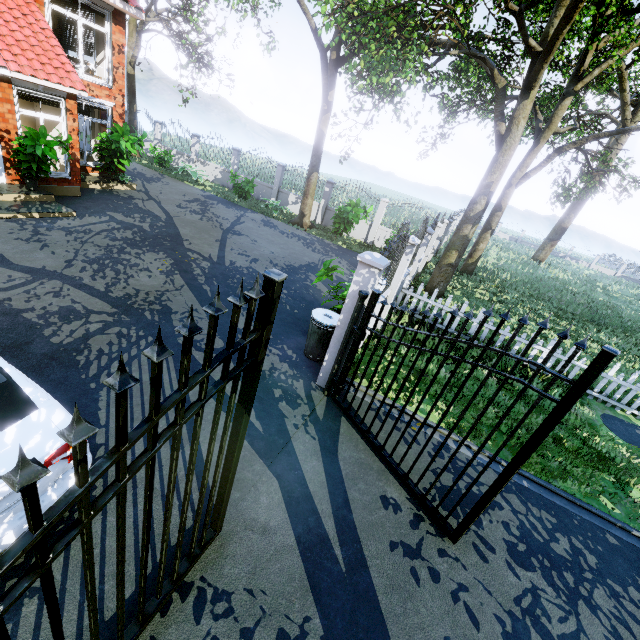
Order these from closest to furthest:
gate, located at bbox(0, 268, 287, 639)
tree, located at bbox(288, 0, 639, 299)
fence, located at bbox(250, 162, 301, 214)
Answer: gate, located at bbox(0, 268, 287, 639), tree, located at bbox(288, 0, 639, 299), fence, located at bbox(250, 162, 301, 214)

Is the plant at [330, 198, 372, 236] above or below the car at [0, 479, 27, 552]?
above

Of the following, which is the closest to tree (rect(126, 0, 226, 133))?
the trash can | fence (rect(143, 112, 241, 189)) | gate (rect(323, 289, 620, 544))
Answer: fence (rect(143, 112, 241, 189))

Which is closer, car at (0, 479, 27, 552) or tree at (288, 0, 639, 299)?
car at (0, 479, 27, 552)

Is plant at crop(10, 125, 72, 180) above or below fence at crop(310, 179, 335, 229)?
above

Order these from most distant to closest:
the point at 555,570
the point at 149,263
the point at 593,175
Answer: the point at 593,175 < the point at 149,263 < the point at 555,570

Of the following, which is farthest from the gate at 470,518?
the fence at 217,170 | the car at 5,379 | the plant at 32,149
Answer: the plant at 32,149

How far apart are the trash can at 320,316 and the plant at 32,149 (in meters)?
8.85
